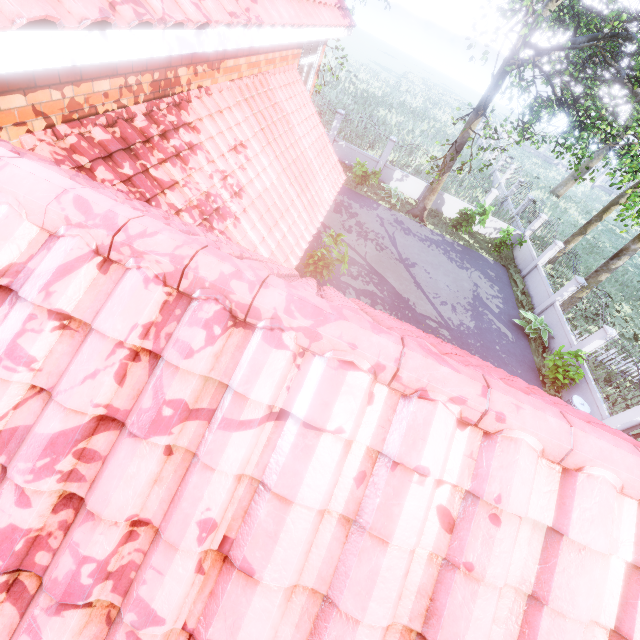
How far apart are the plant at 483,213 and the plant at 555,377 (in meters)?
7.85

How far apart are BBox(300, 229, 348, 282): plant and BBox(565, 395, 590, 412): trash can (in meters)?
8.85

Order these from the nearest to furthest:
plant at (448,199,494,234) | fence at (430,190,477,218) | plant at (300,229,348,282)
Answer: plant at (300,229,348,282) → plant at (448,199,494,234) → fence at (430,190,477,218)

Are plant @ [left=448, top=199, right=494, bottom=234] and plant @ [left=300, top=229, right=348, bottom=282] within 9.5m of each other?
no

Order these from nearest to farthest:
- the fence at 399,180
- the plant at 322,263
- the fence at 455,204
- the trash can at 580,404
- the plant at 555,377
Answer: the plant at 322,263 < the trash can at 580,404 < the plant at 555,377 < the fence at 399,180 < the fence at 455,204

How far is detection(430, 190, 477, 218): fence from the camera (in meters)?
19.33

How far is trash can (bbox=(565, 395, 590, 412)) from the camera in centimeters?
1069cm

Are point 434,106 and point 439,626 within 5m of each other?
no
